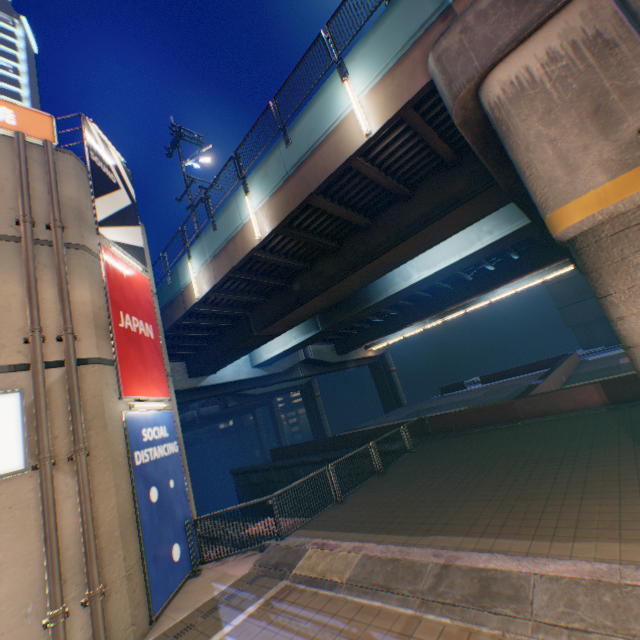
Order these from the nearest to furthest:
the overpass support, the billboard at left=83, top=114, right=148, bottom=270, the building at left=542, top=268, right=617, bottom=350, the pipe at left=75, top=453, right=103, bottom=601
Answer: the overpass support → the pipe at left=75, top=453, right=103, bottom=601 → the billboard at left=83, top=114, right=148, bottom=270 → the building at left=542, top=268, right=617, bottom=350

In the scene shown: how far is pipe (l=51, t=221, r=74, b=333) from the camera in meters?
7.0

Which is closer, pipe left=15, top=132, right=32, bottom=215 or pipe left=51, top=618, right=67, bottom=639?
pipe left=51, top=618, right=67, bottom=639

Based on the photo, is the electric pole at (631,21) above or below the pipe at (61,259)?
below

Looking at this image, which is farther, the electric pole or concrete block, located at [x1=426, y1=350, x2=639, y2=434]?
concrete block, located at [x1=426, y1=350, x2=639, y2=434]

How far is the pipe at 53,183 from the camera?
7.69m

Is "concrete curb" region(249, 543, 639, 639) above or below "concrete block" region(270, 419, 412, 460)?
below

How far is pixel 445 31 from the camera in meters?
6.1
